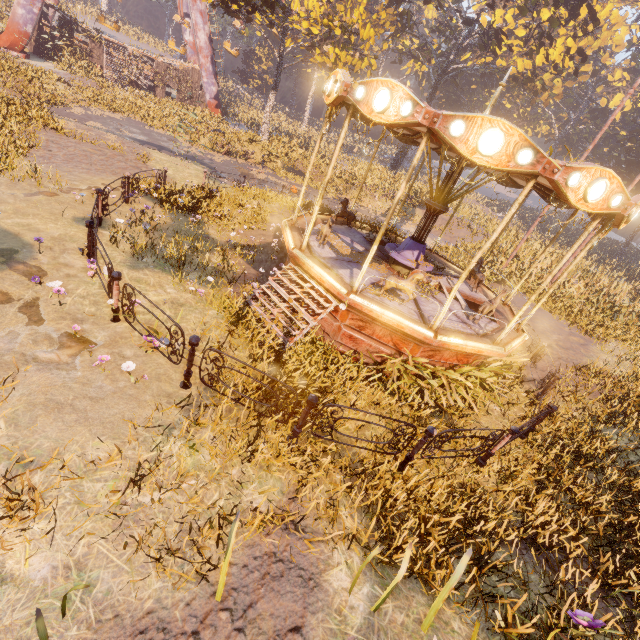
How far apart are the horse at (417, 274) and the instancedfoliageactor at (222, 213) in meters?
7.1 m

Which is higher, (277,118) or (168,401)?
(277,118)

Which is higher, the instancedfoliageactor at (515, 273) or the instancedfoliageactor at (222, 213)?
the instancedfoliageactor at (515, 273)

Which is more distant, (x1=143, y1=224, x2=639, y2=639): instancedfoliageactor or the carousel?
the carousel

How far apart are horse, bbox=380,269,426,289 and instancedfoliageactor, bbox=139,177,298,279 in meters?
7.1

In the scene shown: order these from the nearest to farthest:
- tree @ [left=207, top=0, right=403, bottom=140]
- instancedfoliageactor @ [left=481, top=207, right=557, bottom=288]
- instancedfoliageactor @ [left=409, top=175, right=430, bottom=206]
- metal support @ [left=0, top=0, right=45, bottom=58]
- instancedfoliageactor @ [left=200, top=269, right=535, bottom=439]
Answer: instancedfoliageactor @ [left=200, top=269, right=535, bottom=439]
instancedfoliageactor @ [left=481, top=207, right=557, bottom=288]
tree @ [left=207, top=0, right=403, bottom=140]
metal support @ [left=0, top=0, right=45, bottom=58]
instancedfoliageactor @ [left=409, top=175, right=430, bottom=206]

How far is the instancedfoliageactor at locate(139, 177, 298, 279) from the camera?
10.1 meters

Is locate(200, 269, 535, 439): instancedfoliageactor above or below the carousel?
below
